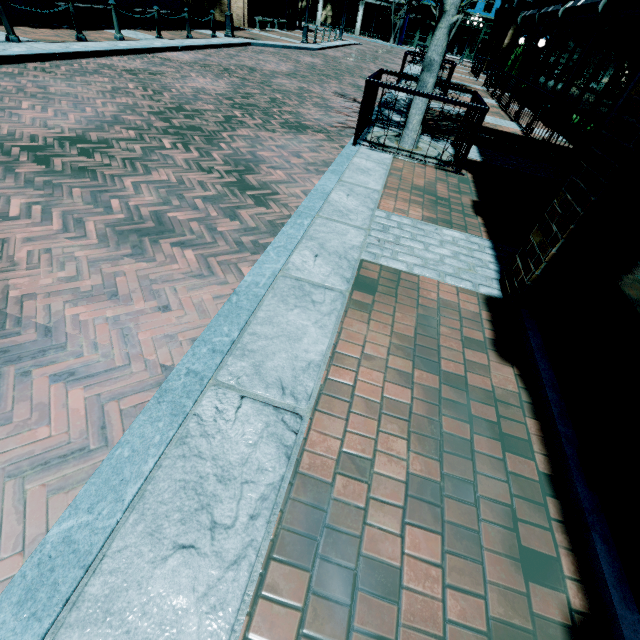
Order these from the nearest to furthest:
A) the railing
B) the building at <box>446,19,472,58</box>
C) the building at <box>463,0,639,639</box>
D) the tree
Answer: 1. the building at <box>463,0,639,639</box>
2. the tree
3. the railing
4. the building at <box>446,19,472,58</box>

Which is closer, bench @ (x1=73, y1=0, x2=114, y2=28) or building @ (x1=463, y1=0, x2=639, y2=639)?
building @ (x1=463, y1=0, x2=639, y2=639)

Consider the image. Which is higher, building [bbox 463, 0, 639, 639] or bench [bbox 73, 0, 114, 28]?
bench [bbox 73, 0, 114, 28]

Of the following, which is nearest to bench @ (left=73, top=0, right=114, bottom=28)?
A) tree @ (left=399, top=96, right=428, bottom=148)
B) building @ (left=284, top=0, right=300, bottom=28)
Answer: tree @ (left=399, top=96, right=428, bottom=148)

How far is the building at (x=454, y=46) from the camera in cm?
3684

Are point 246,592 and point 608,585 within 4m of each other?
yes

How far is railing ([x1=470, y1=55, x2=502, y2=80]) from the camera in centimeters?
2036cm

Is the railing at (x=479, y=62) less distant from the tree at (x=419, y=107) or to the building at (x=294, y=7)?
the building at (x=294, y=7)
